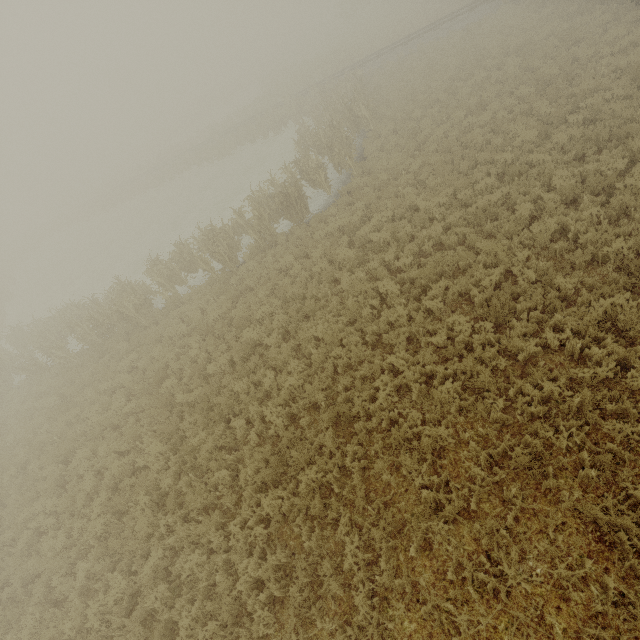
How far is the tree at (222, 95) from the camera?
57.53m

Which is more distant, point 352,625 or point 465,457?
point 465,457

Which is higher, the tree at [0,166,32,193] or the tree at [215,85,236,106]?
the tree at [0,166,32,193]

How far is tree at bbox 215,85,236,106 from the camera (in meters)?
57.53

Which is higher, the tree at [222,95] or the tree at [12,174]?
the tree at [12,174]
